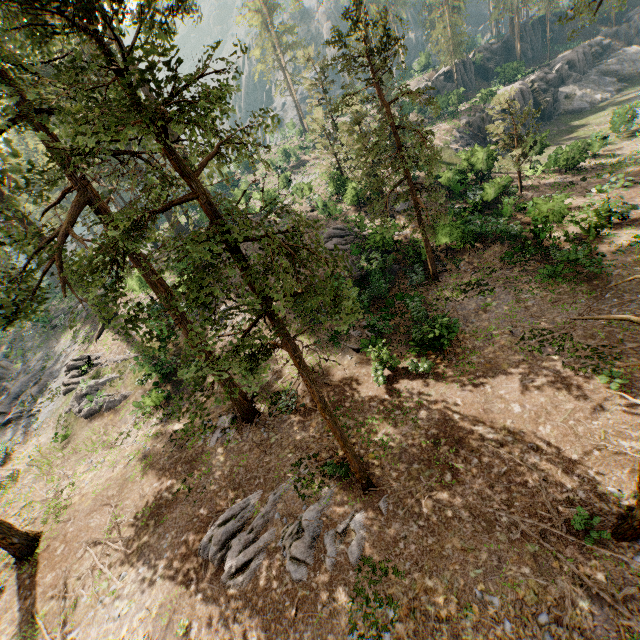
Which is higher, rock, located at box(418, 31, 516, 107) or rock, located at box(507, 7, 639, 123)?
rock, located at box(418, 31, 516, 107)

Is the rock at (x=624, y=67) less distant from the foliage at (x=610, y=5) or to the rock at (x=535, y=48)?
the foliage at (x=610, y=5)

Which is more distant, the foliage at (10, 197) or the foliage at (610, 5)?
the foliage at (610, 5)

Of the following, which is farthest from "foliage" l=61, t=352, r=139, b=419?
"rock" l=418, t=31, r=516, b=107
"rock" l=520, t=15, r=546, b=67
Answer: "rock" l=418, t=31, r=516, b=107

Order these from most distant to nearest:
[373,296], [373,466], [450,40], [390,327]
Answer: [450,40]
[373,296]
[390,327]
[373,466]

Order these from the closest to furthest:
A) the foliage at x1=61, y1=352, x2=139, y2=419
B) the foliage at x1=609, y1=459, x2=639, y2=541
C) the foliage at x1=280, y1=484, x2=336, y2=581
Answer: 1. the foliage at x1=609, y1=459, x2=639, y2=541
2. the foliage at x1=280, y1=484, x2=336, y2=581
3. the foliage at x1=61, y1=352, x2=139, y2=419

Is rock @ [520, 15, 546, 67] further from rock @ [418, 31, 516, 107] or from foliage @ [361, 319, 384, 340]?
rock @ [418, 31, 516, 107]
